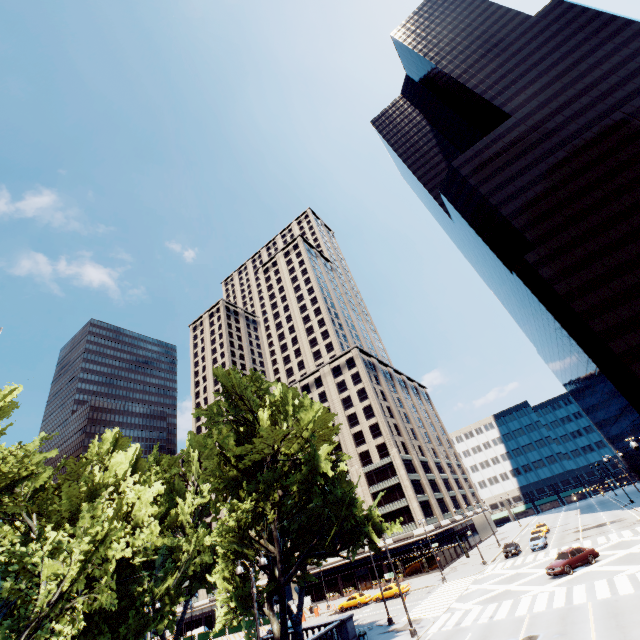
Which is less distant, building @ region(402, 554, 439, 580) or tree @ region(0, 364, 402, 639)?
tree @ region(0, 364, 402, 639)

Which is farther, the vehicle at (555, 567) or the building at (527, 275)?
the building at (527, 275)

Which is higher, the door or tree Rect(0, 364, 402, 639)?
tree Rect(0, 364, 402, 639)

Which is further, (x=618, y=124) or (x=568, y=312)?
(x=618, y=124)

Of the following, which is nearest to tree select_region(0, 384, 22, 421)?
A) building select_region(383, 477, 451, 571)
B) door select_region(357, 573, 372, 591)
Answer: building select_region(383, 477, 451, 571)

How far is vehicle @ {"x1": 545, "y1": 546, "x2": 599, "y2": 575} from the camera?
27.6m

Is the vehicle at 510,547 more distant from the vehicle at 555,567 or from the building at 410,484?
the vehicle at 555,567

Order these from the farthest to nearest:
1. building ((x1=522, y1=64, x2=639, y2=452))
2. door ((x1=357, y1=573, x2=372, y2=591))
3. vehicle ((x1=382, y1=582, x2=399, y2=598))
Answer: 1. door ((x1=357, y1=573, x2=372, y2=591))
2. building ((x1=522, y1=64, x2=639, y2=452))
3. vehicle ((x1=382, y1=582, x2=399, y2=598))
